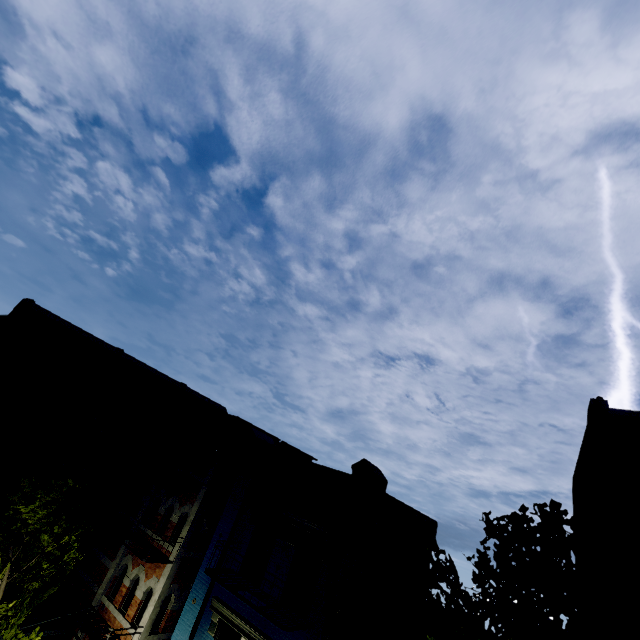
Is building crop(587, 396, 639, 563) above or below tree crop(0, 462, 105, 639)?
above

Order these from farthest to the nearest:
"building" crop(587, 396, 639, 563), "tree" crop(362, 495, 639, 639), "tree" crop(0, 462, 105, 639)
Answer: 1. "tree" crop(0, 462, 105, 639)
2. "building" crop(587, 396, 639, 563)
3. "tree" crop(362, 495, 639, 639)

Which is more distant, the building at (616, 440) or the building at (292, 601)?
the building at (292, 601)

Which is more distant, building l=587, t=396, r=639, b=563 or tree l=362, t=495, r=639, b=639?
building l=587, t=396, r=639, b=563

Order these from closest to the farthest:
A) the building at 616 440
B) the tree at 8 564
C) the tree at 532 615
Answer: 1. the tree at 532 615
2. the building at 616 440
3. the tree at 8 564

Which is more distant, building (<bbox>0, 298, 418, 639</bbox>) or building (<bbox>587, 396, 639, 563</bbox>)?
building (<bbox>0, 298, 418, 639</bbox>)

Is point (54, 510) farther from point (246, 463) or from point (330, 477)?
point (330, 477)
